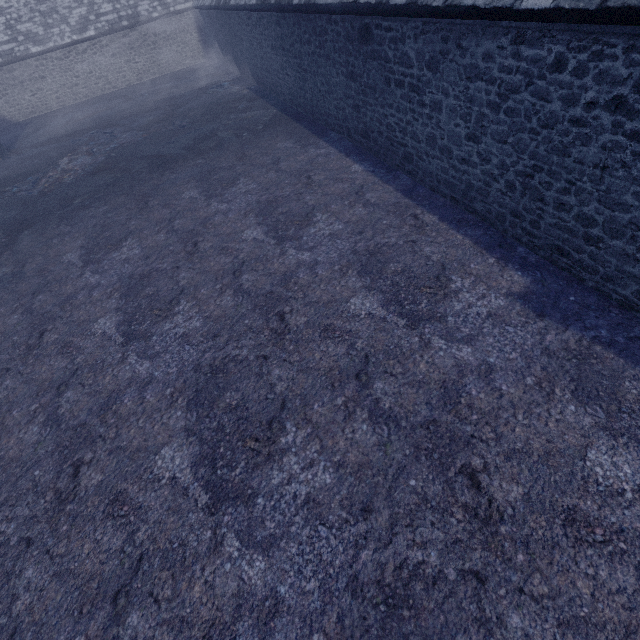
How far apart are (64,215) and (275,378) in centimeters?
958cm
